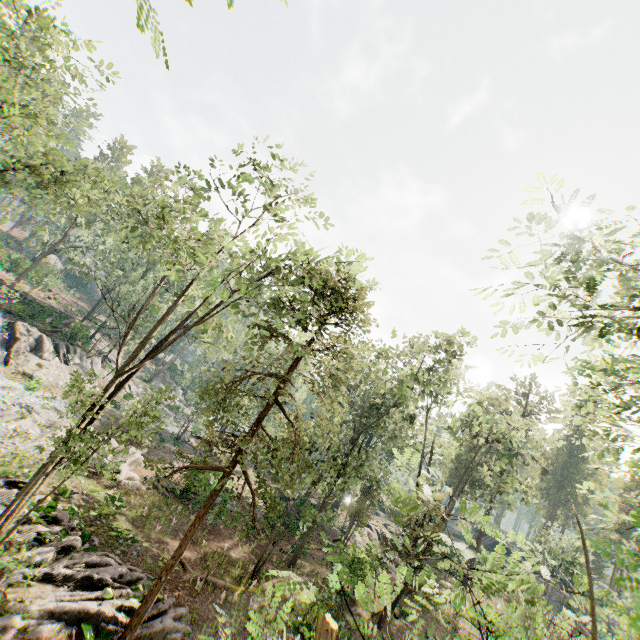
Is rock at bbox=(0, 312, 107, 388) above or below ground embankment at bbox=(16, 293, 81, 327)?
below

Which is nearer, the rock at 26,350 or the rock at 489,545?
the rock at 26,350

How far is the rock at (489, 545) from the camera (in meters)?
50.19

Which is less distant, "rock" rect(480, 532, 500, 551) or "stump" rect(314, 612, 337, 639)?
"stump" rect(314, 612, 337, 639)

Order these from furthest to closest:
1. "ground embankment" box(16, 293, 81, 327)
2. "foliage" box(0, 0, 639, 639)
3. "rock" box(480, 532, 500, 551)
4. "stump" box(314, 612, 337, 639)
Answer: "rock" box(480, 532, 500, 551), "ground embankment" box(16, 293, 81, 327), "stump" box(314, 612, 337, 639), "foliage" box(0, 0, 639, 639)

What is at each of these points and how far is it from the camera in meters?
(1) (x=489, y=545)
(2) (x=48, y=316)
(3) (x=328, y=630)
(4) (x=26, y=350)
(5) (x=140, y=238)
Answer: (1) rock, 50.8
(2) ground embankment, 43.5
(3) stump, 13.4
(4) rock, 29.9
(5) foliage, 41.5

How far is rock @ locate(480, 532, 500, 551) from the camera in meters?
50.2

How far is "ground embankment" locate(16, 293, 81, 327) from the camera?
34.22m
